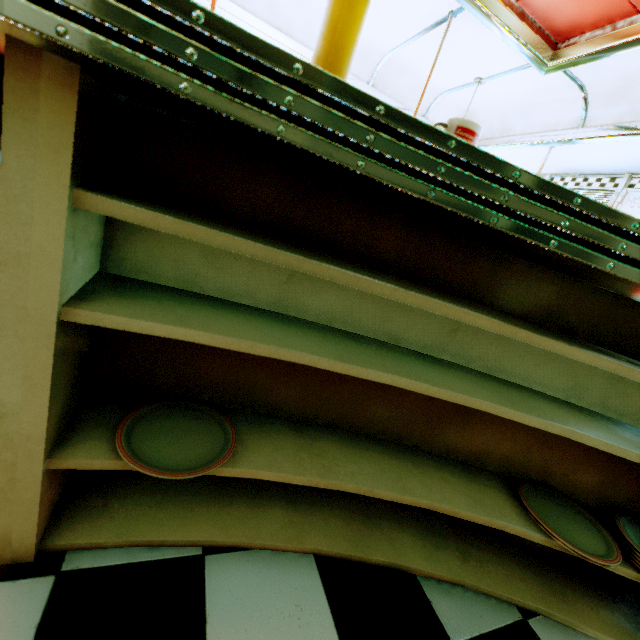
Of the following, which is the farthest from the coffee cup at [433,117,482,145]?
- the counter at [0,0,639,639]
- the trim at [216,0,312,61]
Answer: the trim at [216,0,312,61]

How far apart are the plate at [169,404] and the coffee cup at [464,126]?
0.9 meters

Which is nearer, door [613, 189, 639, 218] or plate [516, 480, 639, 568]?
plate [516, 480, 639, 568]

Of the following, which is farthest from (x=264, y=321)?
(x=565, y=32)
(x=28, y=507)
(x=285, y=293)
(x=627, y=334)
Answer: (x=565, y=32)

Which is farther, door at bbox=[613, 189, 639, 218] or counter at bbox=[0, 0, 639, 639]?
door at bbox=[613, 189, 639, 218]

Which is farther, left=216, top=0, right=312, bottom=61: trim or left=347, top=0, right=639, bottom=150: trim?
left=216, top=0, right=312, bottom=61: trim

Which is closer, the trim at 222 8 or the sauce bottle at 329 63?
the sauce bottle at 329 63

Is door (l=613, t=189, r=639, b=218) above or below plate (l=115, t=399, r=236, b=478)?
above
